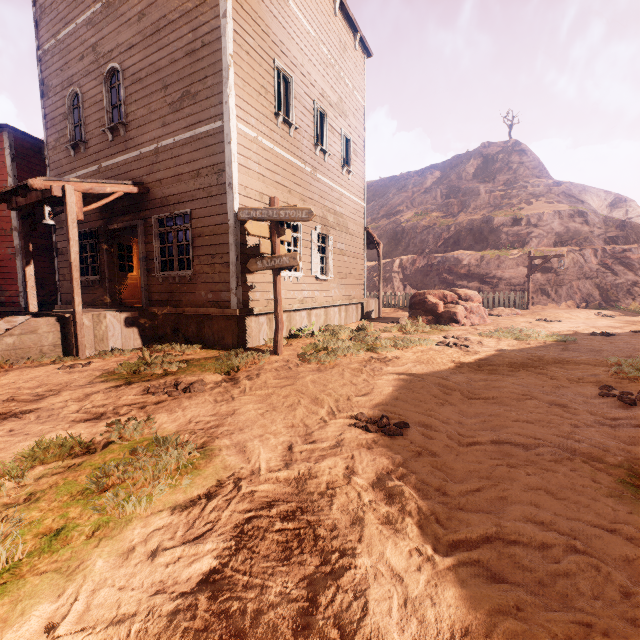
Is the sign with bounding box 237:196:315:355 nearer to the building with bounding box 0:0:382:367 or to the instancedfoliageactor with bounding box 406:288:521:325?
the building with bounding box 0:0:382:367

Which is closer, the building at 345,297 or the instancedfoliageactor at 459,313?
the building at 345,297

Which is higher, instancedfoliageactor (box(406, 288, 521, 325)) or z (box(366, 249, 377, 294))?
z (box(366, 249, 377, 294))

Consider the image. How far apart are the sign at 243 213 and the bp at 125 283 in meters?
5.1 m

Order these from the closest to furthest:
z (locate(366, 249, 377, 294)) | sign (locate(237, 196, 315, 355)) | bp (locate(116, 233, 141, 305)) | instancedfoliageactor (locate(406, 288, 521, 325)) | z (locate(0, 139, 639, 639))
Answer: z (locate(0, 139, 639, 639))
sign (locate(237, 196, 315, 355))
bp (locate(116, 233, 141, 305))
instancedfoliageactor (locate(406, 288, 521, 325))
z (locate(366, 249, 377, 294))

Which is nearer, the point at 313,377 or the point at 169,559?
the point at 169,559

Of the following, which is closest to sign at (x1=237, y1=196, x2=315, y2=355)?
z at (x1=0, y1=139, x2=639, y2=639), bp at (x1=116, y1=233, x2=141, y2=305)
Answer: z at (x1=0, y1=139, x2=639, y2=639)

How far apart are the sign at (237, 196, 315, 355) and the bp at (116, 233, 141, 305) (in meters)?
5.12
